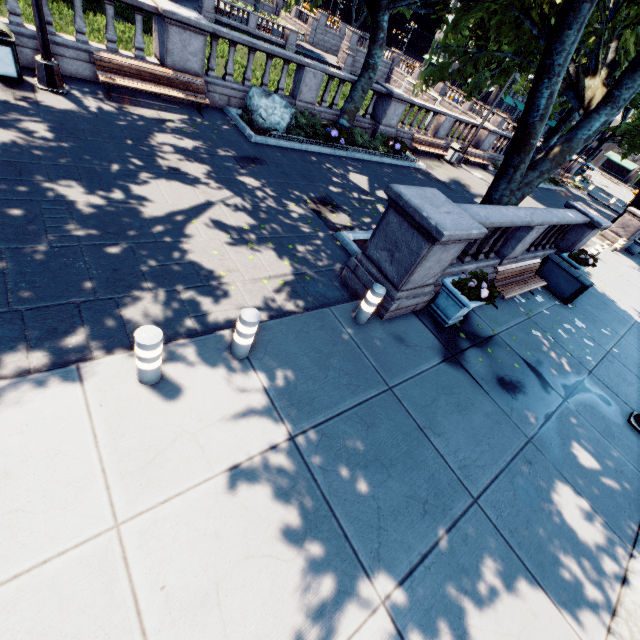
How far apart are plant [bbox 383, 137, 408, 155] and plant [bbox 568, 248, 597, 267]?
8.3m

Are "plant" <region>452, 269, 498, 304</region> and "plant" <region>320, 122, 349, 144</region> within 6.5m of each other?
no

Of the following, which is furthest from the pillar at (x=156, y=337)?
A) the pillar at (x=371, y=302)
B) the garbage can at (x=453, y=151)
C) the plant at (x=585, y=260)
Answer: the garbage can at (x=453, y=151)

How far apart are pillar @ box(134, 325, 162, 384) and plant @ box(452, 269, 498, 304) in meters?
5.5

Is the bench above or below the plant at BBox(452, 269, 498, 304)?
below

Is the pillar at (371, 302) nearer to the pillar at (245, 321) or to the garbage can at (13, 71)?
the pillar at (245, 321)

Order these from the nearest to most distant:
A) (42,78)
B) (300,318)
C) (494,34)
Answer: (300,318) < (42,78) < (494,34)

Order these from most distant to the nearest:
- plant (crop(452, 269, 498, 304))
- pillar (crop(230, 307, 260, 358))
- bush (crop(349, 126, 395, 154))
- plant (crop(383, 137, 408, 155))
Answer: plant (crop(383, 137, 408, 155)), bush (crop(349, 126, 395, 154)), plant (crop(452, 269, 498, 304)), pillar (crop(230, 307, 260, 358))
